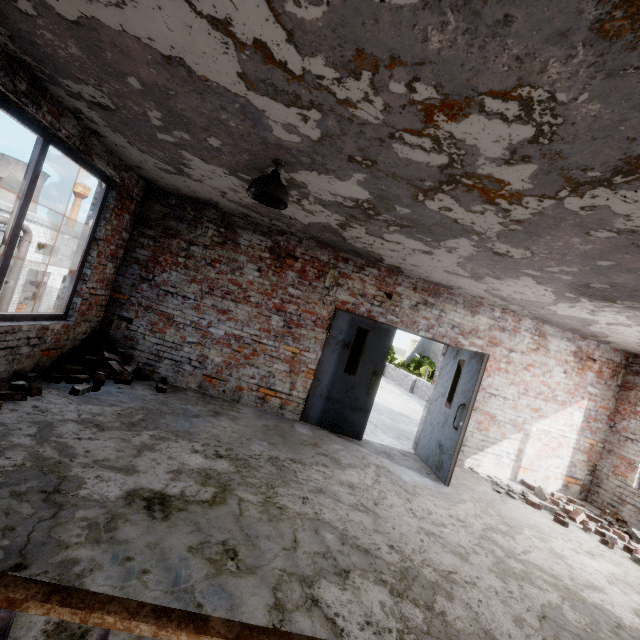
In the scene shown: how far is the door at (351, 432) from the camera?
5.9m

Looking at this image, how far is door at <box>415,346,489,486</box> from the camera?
5.0m

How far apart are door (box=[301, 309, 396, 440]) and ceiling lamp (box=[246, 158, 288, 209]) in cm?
287

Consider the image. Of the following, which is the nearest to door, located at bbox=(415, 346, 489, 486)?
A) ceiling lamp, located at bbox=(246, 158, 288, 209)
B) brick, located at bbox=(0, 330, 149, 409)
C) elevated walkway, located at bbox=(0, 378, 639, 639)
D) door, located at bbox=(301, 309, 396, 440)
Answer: elevated walkway, located at bbox=(0, 378, 639, 639)

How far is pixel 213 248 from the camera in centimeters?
569cm

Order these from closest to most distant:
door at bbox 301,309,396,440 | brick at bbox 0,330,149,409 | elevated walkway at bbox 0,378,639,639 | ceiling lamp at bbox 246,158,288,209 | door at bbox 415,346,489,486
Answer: elevated walkway at bbox 0,378,639,639, ceiling lamp at bbox 246,158,288,209, brick at bbox 0,330,149,409, door at bbox 415,346,489,486, door at bbox 301,309,396,440

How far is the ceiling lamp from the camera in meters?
3.0 m

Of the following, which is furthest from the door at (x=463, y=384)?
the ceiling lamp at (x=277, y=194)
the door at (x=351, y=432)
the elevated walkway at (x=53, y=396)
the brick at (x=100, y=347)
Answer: the brick at (x=100, y=347)
